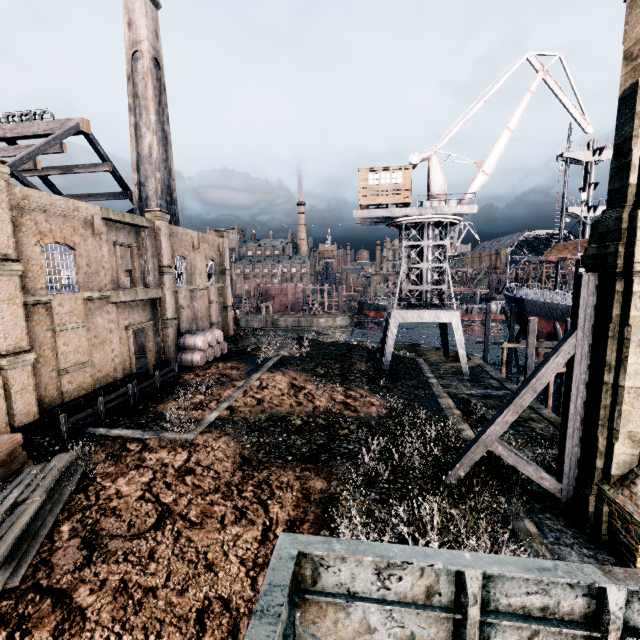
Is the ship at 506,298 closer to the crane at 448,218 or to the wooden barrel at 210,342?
the crane at 448,218

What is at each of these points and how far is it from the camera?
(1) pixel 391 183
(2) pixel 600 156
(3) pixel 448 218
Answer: (1) building, 28.3 meters
(2) ship, 34.9 meters
(3) crane, 27.7 meters

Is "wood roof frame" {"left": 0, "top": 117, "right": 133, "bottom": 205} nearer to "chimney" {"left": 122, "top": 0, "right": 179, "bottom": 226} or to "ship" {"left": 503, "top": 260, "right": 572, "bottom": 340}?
"chimney" {"left": 122, "top": 0, "right": 179, "bottom": 226}

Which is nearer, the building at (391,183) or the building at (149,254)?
the building at (149,254)

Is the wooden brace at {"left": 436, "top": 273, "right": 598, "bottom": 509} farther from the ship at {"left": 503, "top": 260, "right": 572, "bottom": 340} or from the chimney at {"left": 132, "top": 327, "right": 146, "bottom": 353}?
the chimney at {"left": 132, "top": 327, "right": 146, "bottom": 353}

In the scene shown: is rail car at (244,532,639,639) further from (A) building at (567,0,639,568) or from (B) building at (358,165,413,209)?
(A) building at (567,0,639,568)

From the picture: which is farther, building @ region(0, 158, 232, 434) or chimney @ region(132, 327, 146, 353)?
chimney @ region(132, 327, 146, 353)

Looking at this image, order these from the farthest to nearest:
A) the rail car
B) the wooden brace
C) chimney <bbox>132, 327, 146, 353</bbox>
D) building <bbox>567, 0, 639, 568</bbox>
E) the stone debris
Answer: the stone debris, chimney <bbox>132, 327, 146, 353</bbox>, the wooden brace, building <bbox>567, 0, 639, 568</bbox>, the rail car
